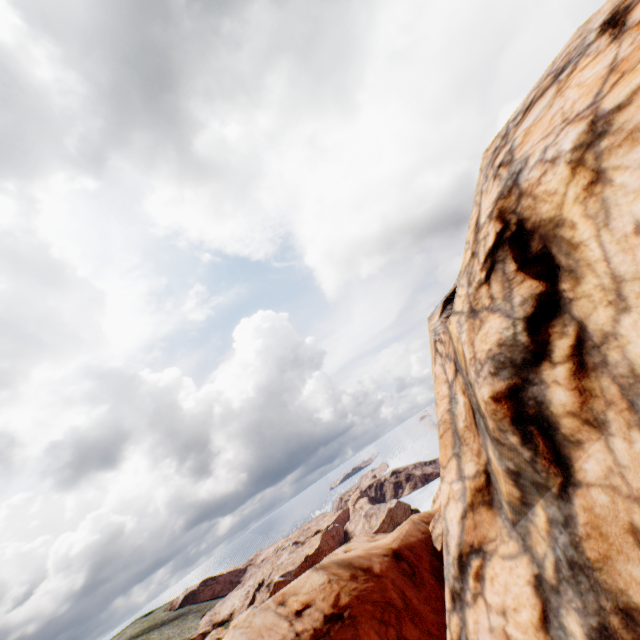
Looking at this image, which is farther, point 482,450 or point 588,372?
point 482,450
